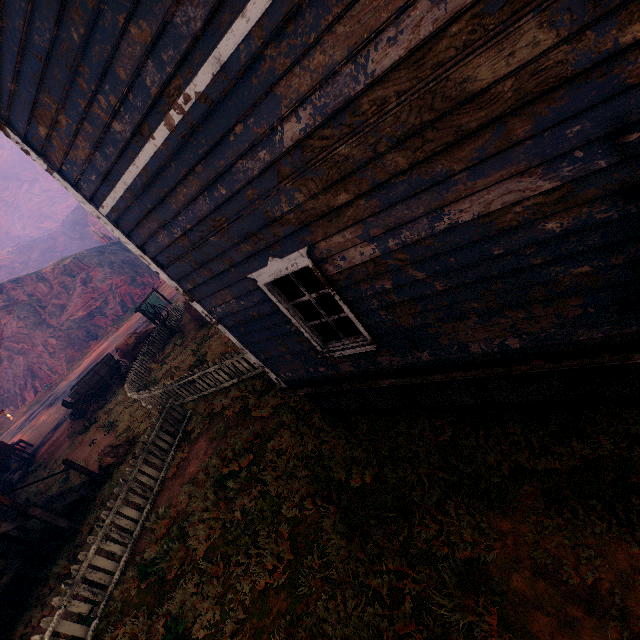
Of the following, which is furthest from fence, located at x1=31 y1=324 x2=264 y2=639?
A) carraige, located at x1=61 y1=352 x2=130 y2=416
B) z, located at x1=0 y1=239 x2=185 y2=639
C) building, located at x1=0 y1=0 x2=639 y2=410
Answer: carraige, located at x1=61 y1=352 x2=130 y2=416

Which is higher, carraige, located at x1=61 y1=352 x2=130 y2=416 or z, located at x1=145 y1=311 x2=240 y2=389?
carraige, located at x1=61 y1=352 x2=130 y2=416

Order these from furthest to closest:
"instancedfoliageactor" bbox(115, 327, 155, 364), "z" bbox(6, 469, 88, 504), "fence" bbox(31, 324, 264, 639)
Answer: "instancedfoliageactor" bbox(115, 327, 155, 364)
"z" bbox(6, 469, 88, 504)
"fence" bbox(31, 324, 264, 639)

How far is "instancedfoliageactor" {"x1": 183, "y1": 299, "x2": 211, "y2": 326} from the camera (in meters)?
15.77

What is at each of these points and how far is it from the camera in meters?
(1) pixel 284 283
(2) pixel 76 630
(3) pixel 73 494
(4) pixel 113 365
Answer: (1) curtain, 4.3
(2) fence, 6.0
(3) hanging platform, 9.8
(4) carraige, 17.8

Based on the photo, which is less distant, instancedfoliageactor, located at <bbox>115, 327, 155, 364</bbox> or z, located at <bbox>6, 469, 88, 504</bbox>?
z, located at <bbox>6, 469, 88, 504</bbox>

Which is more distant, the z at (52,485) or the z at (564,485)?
the z at (52,485)

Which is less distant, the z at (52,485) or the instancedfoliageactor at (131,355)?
the z at (52,485)
